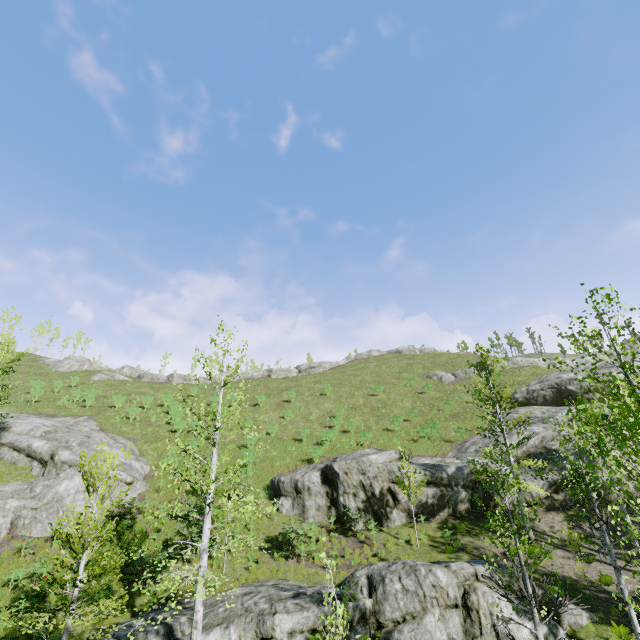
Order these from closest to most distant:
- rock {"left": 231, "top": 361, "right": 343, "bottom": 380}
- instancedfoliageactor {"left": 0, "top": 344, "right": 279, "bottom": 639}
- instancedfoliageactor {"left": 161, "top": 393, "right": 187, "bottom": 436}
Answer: instancedfoliageactor {"left": 0, "top": 344, "right": 279, "bottom": 639} < instancedfoliageactor {"left": 161, "top": 393, "right": 187, "bottom": 436} < rock {"left": 231, "top": 361, "right": 343, "bottom": 380}

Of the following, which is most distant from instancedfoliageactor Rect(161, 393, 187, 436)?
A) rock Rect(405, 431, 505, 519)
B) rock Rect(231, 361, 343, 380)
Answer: rock Rect(231, 361, 343, 380)

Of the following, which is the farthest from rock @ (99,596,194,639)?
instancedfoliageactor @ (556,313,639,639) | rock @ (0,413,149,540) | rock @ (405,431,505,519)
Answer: rock @ (0,413,149,540)

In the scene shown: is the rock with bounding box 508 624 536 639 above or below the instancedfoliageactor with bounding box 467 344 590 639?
below

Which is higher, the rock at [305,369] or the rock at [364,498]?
the rock at [305,369]

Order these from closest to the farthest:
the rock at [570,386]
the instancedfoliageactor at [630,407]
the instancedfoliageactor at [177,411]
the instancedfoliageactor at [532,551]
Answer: the instancedfoliageactor at [630,407]
the instancedfoliageactor at [532,551]
the instancedfoliageactor at [177,411]
the rock at [570,386]

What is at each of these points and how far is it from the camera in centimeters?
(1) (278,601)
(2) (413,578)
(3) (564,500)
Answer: (1) rock, 1171cm
(2) rock, 1216cm
(3) rock, 1972cm

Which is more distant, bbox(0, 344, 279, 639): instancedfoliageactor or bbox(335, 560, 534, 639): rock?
bbox(335, 560, 534, 639): rock
